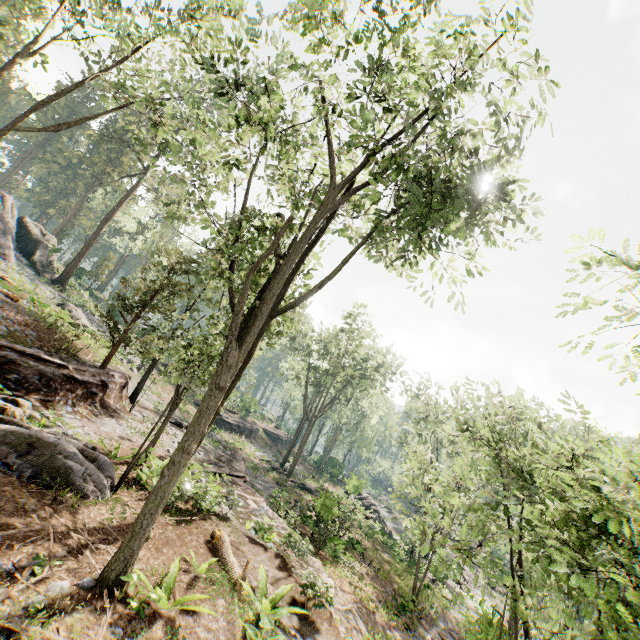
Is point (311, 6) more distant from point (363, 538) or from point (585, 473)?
point (363, 538)

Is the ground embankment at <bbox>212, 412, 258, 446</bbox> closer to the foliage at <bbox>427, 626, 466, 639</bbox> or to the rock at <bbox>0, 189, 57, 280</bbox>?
the foliage at <bbox>427, 626, 466, 639</bbox>

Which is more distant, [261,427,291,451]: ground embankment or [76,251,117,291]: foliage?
[261,427,291,451]: ground embankment

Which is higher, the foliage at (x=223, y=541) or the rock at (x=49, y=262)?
the rock at (x=49, y=262)

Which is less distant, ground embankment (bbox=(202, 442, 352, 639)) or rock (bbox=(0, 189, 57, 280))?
ground embankment (bbox=(202, 442, 352, 639))

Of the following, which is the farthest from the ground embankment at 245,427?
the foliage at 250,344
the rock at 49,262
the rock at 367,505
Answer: the rock at 49,262

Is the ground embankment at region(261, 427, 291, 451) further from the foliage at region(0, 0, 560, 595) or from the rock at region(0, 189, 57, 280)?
the rock at region(0, 189, 57, 280)

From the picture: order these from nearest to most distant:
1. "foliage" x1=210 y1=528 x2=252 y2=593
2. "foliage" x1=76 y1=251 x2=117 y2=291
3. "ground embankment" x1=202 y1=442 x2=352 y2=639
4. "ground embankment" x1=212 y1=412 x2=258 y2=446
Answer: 1. "foliage" x1=210 y1=528 x2=252 y2=593
2. "ground embankment" x1=202 y1=442 x2=352 y2=639
3. "ground embankment" x1=212 y1=412 x2=258 y2=446
4. "foliage" x1=76 y1=251 x2=117 y2=291
